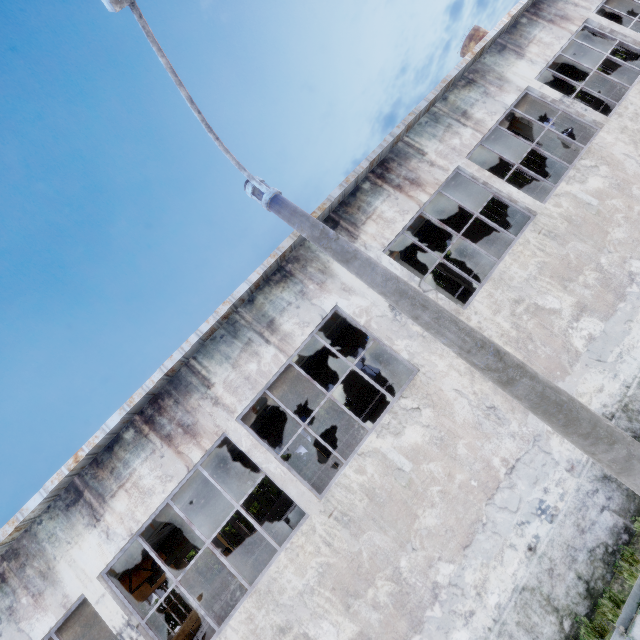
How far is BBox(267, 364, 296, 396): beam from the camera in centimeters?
1055cm

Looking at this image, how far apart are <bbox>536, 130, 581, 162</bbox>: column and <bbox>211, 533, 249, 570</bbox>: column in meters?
26.9

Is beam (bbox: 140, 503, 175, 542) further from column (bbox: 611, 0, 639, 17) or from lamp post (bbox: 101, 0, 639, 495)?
lamp post (bbox: 101, 0, 639, 495)

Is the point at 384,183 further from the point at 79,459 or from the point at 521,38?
the point at 79,459

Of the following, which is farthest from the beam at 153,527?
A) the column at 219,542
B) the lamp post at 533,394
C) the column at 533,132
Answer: the column at 219,542

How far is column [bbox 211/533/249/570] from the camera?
19.69m

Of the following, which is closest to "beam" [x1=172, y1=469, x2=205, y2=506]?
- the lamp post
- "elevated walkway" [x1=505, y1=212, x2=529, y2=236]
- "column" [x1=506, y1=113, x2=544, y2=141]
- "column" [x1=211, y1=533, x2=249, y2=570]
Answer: "column" [x1=506, y1=113, x2=544, y2=141]

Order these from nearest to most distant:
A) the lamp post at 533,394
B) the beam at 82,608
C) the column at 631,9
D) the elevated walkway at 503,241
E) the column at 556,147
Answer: the lamp post at 533,394
the beam at 82,608
the column at 556,147
the column at 631,9
the elevated walkway at 503,241
